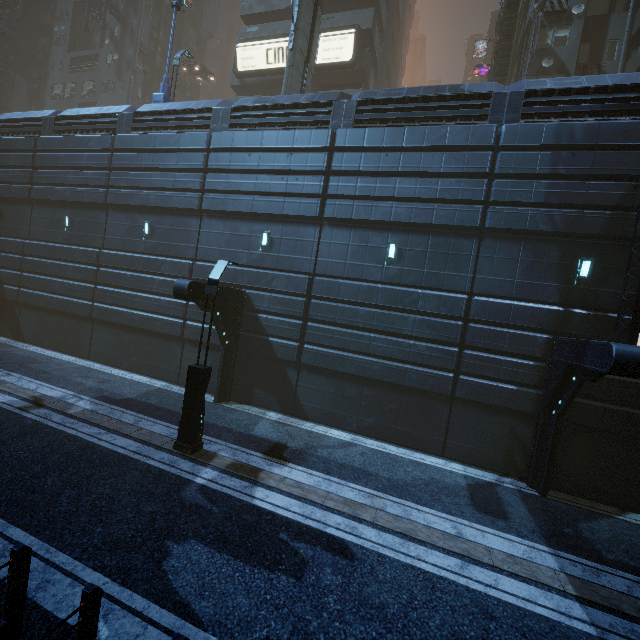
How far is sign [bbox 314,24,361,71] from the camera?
24.0 meters

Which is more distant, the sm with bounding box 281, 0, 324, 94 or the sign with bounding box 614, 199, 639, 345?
the sm with bounding box 281, 0, 324, 94

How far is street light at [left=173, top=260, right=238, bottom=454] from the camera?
9.02m

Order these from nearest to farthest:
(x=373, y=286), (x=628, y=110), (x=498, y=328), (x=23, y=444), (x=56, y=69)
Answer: (x=23, y=444) < (x=628, y=110) < (x=498, y=328) < (x=373, y=286) < (x=56, y=69)

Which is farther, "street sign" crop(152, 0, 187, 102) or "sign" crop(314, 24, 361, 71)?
"sign" crop(314, 24, 361, 71)

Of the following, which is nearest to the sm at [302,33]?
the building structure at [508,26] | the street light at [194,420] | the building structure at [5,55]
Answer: the street light at [194,420]

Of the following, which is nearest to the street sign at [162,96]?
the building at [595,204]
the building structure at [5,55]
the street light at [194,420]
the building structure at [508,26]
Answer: the building at [595,204]
